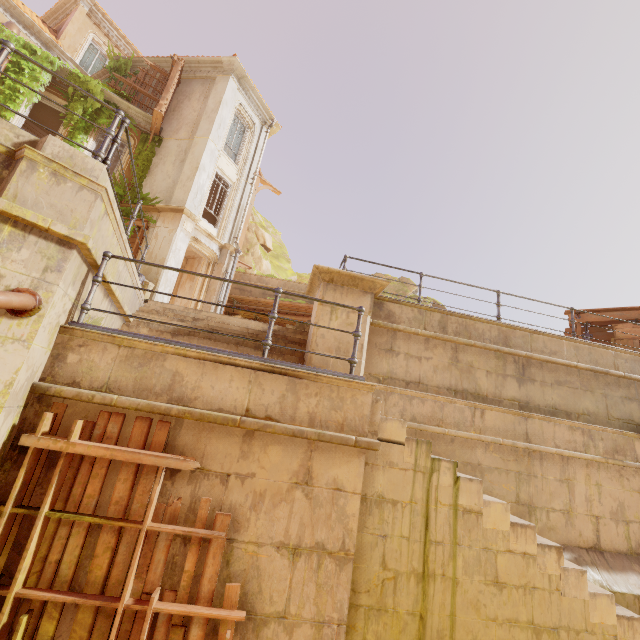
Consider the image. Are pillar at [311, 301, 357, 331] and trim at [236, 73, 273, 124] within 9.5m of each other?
no

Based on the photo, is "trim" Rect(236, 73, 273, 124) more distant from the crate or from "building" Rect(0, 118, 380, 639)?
the crate

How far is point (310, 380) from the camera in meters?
4.0

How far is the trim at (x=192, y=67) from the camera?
15.3m

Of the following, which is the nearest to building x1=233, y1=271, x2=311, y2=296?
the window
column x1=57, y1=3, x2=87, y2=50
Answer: the window

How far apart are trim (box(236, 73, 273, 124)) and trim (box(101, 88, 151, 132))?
4.2 meters

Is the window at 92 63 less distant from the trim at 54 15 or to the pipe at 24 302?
the trim at 54 15

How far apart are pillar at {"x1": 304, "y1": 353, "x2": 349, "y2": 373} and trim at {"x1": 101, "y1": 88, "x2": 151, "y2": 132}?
12.4m
